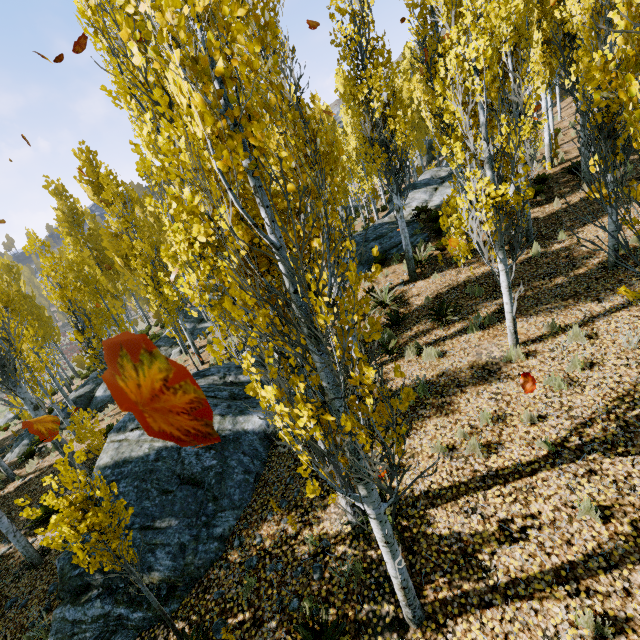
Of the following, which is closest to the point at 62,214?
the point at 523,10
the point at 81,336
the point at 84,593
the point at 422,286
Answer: the point at 81,336

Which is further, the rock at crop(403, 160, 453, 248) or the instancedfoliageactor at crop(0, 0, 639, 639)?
the rock at crop(403, 160, 453, 248)

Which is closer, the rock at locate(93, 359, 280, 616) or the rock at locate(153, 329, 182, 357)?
→ the rock at locate(93, 359, 280, 616)

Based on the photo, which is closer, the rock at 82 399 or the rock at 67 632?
the rock at 67 632

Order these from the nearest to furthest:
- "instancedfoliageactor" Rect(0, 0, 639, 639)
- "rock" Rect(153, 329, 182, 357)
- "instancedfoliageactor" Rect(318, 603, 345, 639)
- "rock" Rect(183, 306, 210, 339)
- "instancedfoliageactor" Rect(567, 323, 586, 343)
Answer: "instancedfoliageactor" Rect(0, 0, 639, 639) → "instancedfoliageactor" Rect(318, 603, 345, 639) → "instancedfoliageactor" Rect(567, 323, 586, 343) → "rock" Rect(153, 329, 182, 357) → "rock" Rect(183, 306, 210, 339)

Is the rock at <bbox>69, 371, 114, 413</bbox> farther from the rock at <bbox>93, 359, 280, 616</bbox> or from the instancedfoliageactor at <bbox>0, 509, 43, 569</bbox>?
the rock at <bbox>93, 359, 280, 616</bbox>

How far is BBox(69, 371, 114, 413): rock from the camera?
17.1m

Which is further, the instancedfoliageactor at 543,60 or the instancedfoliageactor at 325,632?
the instancedfoliageactor at 325,632
